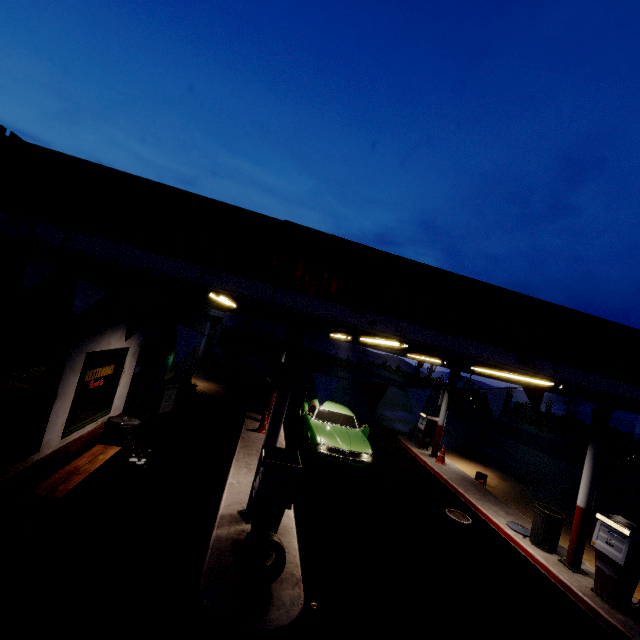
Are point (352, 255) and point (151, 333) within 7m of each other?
no

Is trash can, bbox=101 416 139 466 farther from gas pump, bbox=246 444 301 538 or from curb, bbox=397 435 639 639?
curb, bbox=397 435 639 639

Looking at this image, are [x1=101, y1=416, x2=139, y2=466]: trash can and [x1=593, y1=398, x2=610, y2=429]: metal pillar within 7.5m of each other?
no

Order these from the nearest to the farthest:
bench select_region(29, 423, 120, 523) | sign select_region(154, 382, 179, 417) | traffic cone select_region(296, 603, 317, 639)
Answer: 1. traffic cone select_region(296, 603, 317, 639)
2. bench select_region(29, 423, 120, 523)
3. sign select_region(154, 382, 179, 417)

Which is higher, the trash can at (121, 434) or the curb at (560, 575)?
the trash can at (121, 434)

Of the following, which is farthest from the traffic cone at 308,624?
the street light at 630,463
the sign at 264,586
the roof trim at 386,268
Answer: the street light at 630,463

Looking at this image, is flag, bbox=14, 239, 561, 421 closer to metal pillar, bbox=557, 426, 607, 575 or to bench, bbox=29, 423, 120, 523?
metal pillar, bbox=557, 426, 607, 575

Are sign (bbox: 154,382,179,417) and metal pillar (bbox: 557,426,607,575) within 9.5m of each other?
no
